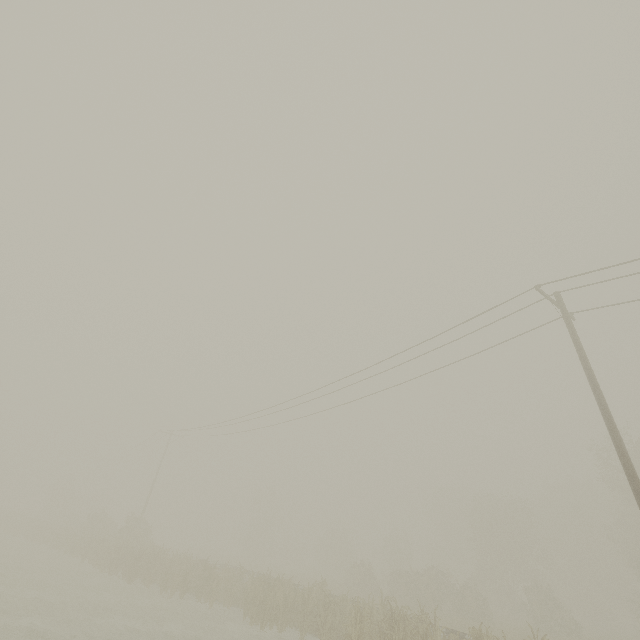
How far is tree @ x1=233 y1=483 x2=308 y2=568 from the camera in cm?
4772

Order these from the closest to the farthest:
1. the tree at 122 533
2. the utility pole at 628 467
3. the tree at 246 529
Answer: the utility pole at 628 467 < the tree at 122 533 < the tree at 246 529

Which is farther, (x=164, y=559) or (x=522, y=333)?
(x=164, y=559)

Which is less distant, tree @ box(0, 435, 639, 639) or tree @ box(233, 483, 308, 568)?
tree @ box(0, 435, 639, 639)

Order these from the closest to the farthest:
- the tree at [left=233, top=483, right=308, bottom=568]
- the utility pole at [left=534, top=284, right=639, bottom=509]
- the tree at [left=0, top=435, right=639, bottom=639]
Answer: the utility pole at [left=534, top=284, right=639, bottom=509], the tree at [left=0, top=435, right=639, bottom=639], the tree at [left=233, top=483, right=308, bottom=568]

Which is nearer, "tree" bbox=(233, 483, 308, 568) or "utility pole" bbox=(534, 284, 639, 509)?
"utility pole" bbox=(534, 284, 639, 509)

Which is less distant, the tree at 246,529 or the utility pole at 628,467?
the utility pole at 628,467
